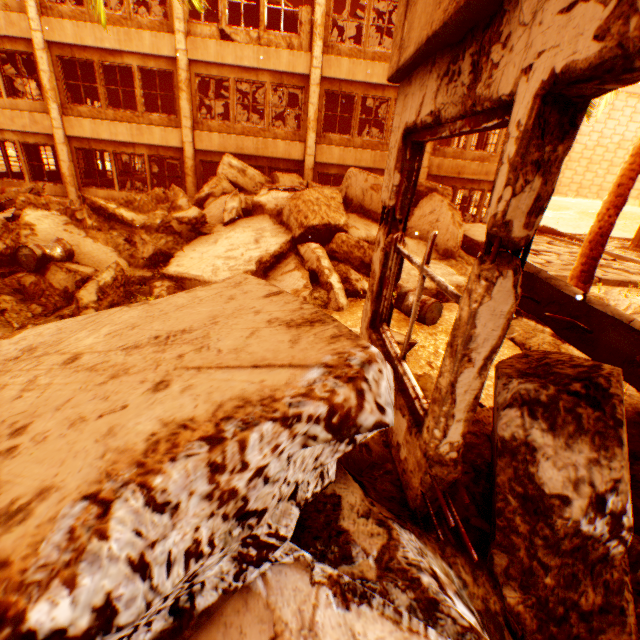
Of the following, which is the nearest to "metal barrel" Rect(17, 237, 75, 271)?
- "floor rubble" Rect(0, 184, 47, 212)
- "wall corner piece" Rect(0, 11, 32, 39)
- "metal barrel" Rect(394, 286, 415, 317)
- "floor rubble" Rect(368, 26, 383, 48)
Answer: "floor rubble" Rect(0, 184, 47, 212)

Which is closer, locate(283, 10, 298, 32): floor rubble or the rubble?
the rubble

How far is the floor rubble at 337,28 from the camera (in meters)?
15.77

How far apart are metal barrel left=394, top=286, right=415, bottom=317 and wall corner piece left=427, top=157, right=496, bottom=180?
9.8 meters

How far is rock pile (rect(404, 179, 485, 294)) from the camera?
7.89m

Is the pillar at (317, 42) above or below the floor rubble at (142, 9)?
below

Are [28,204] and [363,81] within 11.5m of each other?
no

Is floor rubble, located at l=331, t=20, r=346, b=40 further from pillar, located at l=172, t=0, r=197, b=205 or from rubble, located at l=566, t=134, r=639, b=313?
rubble, located at l=566, t=134, r=639, b=313
